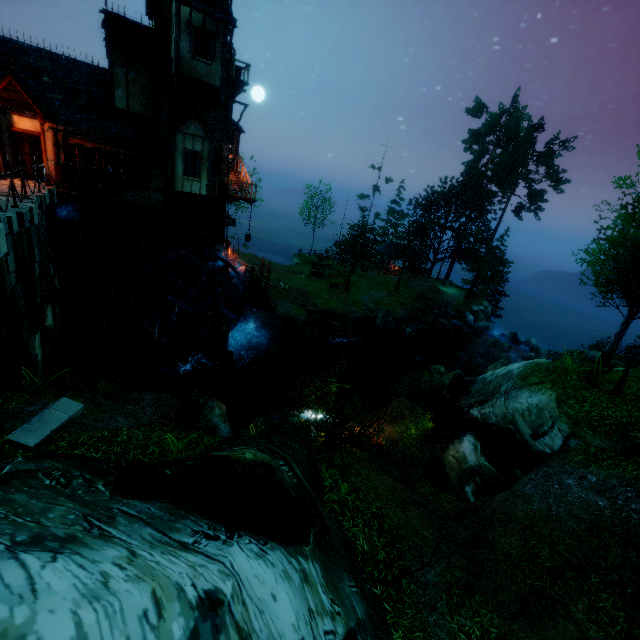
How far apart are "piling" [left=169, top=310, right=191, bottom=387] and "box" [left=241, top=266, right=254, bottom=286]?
8.1 meters

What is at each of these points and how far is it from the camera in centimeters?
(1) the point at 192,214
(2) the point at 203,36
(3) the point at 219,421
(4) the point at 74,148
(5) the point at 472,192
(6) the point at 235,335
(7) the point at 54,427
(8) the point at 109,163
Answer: (1) tower, 2025cm
(2) window, 1603cm
(3) rock, 966cm
(4) window, 1625cm
(5) tree, 4078cm
(6) stone arch, 2577cm
(7) stone, 717cm
(8) box, 1645cm

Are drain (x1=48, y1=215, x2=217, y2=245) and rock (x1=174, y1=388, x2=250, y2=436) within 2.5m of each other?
no

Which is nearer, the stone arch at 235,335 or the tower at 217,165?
the tower at 217,165

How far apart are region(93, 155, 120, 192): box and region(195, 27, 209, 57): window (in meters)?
6.30

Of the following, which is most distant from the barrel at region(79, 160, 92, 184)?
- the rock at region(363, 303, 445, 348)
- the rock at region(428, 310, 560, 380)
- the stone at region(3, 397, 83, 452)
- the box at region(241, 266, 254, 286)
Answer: the rock at region(428, 310, 560, 380)

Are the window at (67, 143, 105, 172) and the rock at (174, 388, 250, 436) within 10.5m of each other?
no

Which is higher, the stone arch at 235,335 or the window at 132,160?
the window at 132,160
